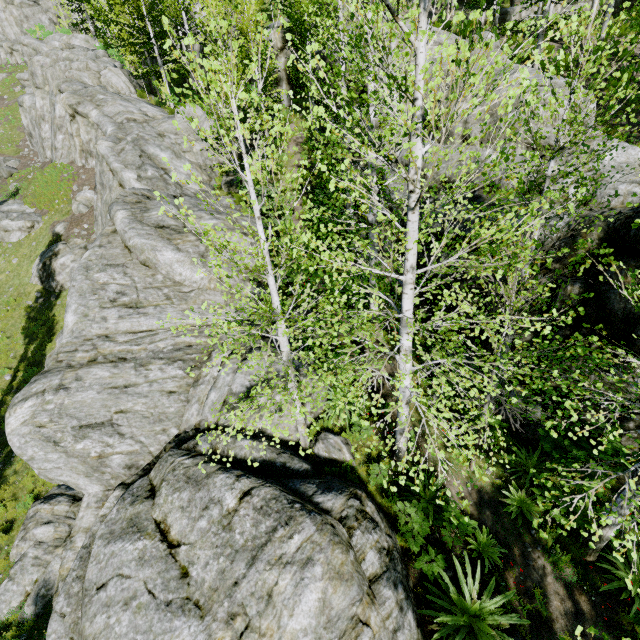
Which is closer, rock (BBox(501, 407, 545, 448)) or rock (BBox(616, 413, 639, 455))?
rock (BBox(616, 413, 639, 455))

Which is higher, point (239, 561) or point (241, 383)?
point (241, 383)

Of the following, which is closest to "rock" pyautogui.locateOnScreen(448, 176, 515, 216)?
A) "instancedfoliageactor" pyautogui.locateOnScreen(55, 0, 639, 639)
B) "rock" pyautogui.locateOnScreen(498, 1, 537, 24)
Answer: "instancedfoliageactor" pyautogui.locateOnScreen(55, 0, 639, 639)

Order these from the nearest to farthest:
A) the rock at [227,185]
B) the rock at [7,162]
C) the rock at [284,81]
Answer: the rock at [227,185]
the rock at [284,81]
the rock at [7,162]

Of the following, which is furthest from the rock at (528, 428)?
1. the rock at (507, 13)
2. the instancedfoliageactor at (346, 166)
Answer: the rock at (507, 13)

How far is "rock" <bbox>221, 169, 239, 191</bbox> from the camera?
18.6m
